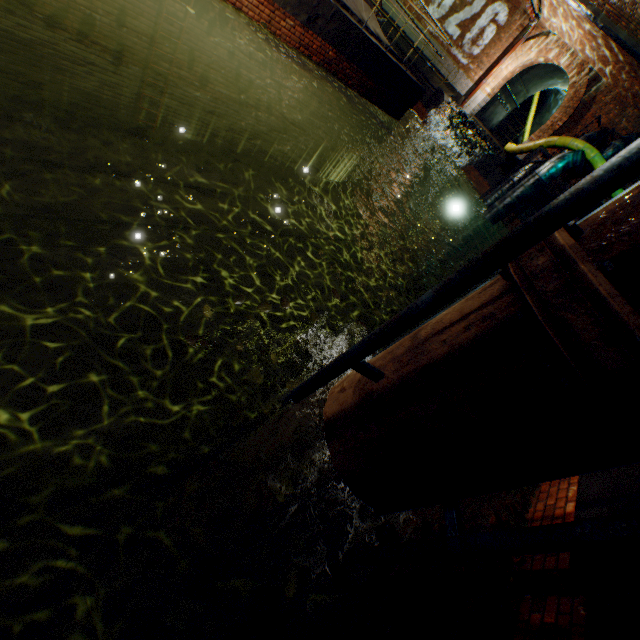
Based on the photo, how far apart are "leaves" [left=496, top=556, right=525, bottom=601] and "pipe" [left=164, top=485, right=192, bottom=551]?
2.9 meters

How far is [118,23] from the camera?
Answer: 6.0m

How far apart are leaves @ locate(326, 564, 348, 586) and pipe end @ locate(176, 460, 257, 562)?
2.53m

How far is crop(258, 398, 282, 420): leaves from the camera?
2.0 meters

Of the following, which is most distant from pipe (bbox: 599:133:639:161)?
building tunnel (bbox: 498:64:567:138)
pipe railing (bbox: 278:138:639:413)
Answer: pipe railing (bbox: 278:138:639:413)

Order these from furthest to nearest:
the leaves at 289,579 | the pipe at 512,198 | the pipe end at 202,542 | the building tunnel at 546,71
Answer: the building tunnel at 546,71, the pipe at 512,198, the pipe end at 202,542, the leaves at 289,579

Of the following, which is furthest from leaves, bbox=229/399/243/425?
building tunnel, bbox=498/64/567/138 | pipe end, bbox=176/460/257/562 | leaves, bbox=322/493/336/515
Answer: building tunnel, bbox=498/64/567/138

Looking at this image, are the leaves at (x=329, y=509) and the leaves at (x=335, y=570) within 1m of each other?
yes
